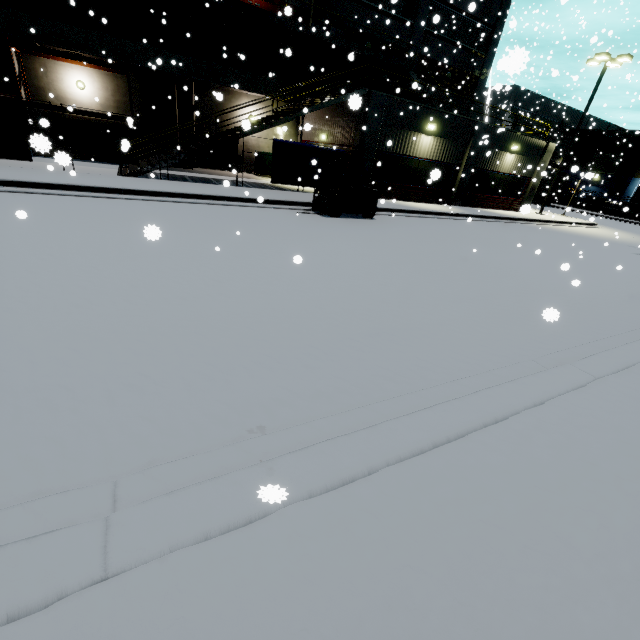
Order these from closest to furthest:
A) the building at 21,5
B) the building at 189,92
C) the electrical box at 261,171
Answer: the building at 21,5 < the building at 189,92 < the electrical box at 261,171

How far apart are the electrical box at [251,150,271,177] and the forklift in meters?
10.5 m

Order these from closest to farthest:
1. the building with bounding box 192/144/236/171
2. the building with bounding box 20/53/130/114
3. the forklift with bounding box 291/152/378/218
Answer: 1. the forklift with bounding box 291/152/378/218
2. the building with bounding box 20/53/130/114
3. the building with bounding box 192/144/236/171

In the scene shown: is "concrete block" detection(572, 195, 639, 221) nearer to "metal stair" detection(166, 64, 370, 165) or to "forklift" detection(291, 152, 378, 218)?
"forklift" detection(291, 152, 378, 218)

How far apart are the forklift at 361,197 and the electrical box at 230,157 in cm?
1158

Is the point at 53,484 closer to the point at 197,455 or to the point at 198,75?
the point at 197,455

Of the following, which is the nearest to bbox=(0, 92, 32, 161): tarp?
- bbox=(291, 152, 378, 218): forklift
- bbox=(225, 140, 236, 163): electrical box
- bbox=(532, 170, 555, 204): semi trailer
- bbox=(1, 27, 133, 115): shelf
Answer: bbox=(291, 152, 378, 218): forklift

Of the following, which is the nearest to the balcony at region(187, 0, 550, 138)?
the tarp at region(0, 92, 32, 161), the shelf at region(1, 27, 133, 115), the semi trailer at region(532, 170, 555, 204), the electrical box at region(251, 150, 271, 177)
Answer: the tarp at region(0, 92, 32, 161)
